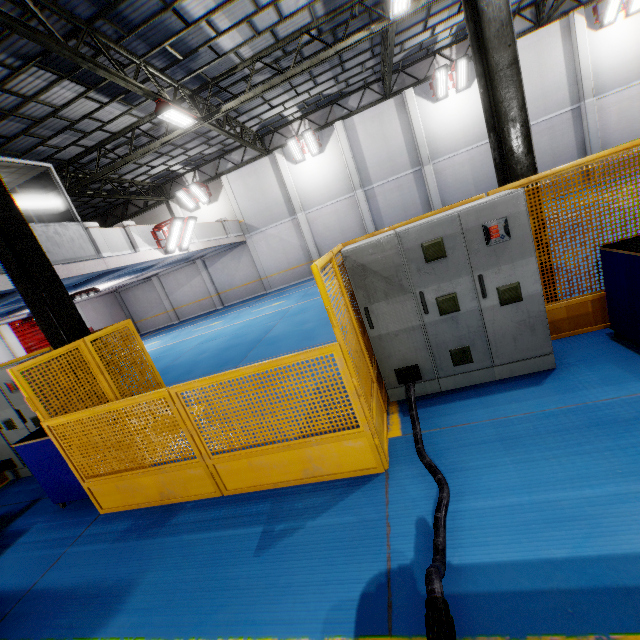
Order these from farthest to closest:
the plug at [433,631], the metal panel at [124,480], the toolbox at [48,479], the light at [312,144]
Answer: the light at [312,144], the toolbox at [48,479], the metal panel at [124,480], the plug at [433,631]

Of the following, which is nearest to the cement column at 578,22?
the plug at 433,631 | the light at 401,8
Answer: the light at 401,8

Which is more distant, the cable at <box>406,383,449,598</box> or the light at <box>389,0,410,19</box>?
the light at <box>389,0,410,19</box>

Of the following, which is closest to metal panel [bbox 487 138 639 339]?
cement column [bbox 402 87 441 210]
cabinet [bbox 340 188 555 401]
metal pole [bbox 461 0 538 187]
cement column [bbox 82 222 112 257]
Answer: cabinet [bbox 340 188 555 401]

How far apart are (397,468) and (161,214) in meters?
24.1

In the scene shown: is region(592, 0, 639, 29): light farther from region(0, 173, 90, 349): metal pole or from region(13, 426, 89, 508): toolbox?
region(13, 426, 89, 508): toolbox

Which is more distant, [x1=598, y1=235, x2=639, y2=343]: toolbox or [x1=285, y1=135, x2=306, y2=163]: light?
[x1=285, y1=135, x2=306, y2=163]: light

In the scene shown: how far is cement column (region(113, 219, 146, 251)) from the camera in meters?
11.9
